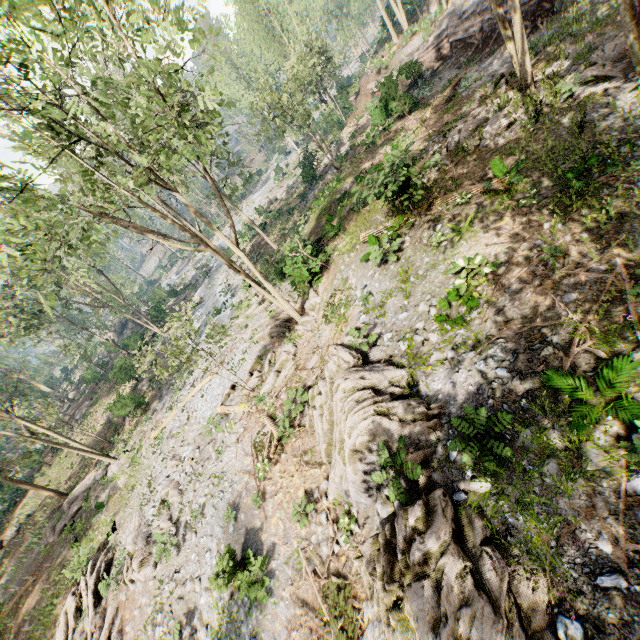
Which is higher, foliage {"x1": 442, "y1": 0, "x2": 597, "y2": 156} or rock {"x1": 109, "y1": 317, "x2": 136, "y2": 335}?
foliage {"x1": 442, "y1": 0, "x2": 597, "y2": 156}

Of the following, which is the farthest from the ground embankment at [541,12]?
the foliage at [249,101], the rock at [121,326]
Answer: the rock at [121,326]

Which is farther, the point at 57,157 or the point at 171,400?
the point at 171,400

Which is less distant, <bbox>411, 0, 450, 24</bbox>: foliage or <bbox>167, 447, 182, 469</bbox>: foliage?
<bbox>167, 447, 182, 469</bbox>: foliage

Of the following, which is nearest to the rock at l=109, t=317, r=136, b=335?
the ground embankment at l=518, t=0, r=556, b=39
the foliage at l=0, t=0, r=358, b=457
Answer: the foliage at l=0, t=0, r=358, b=457

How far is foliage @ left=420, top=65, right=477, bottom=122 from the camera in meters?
19.2

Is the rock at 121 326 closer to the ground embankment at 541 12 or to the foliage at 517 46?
the foliage at 517 46

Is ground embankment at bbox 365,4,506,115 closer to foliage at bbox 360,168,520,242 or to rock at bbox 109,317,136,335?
foliage at bbox 360,168,520,242
